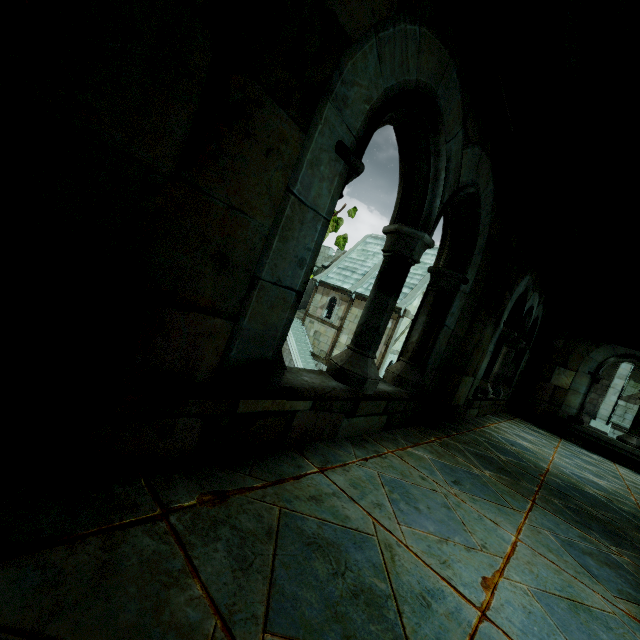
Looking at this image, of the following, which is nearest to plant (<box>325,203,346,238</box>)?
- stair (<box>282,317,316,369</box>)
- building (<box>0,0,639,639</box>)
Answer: building (<box>0,0,639,639</box>)

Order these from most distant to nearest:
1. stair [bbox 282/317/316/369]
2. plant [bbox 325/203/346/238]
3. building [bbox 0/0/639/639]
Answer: stair [bbox 282/317/316/369] → plant [bbox 325/203/346/238] → building [bbox 0/0/639/639]

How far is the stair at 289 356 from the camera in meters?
23.9

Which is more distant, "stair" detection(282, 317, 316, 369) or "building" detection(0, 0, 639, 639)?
"stair" detection(282, 317, 316, 369)

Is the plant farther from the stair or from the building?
the stair

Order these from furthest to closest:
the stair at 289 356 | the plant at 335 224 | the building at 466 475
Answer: the stair at 289 356 → the plant at 335 224 → the building at 466 475

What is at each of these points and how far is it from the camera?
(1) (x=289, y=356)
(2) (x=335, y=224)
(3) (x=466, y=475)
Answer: (1) stair, 24.03m
(2) plant, 2.22m
(3) building, 2.53m
